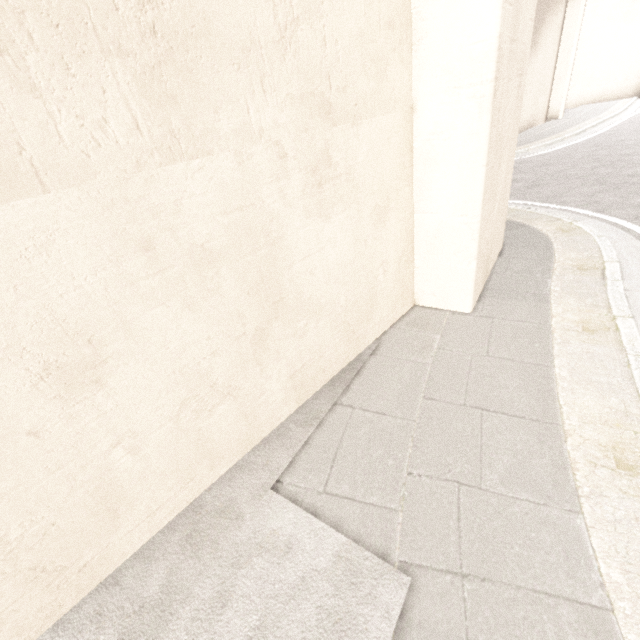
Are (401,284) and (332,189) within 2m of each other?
yes
